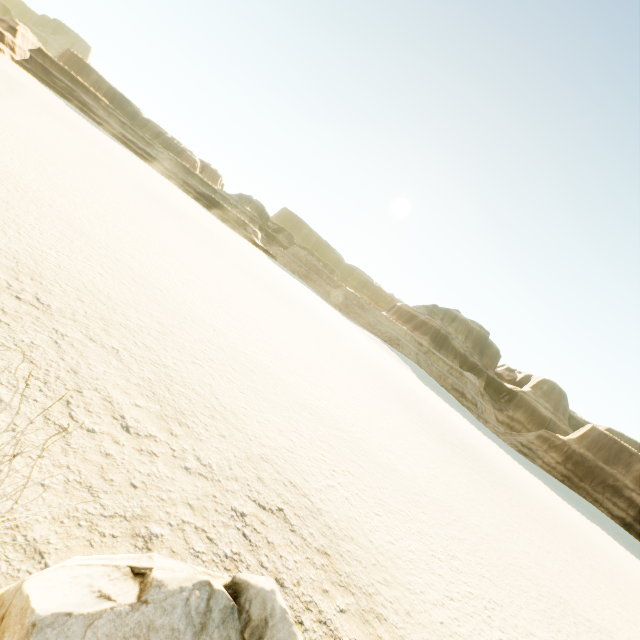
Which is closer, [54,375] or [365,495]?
[54,375]
